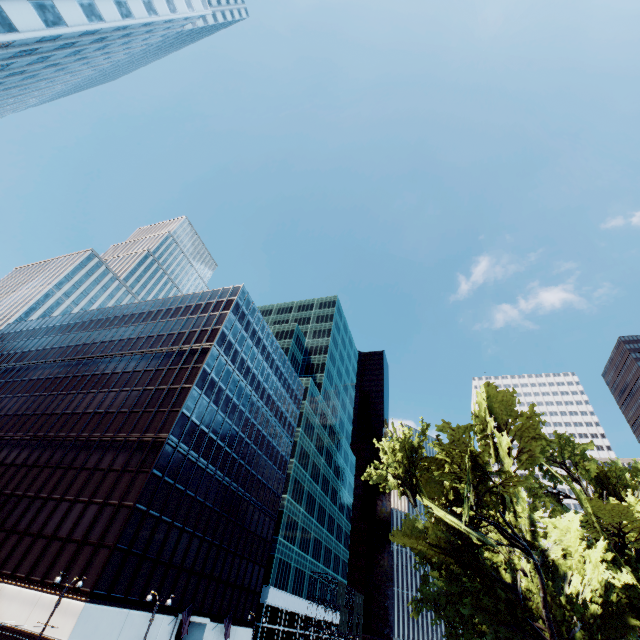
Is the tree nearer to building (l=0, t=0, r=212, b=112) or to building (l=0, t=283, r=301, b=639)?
building (l=0, t=283, r=301, b=639)

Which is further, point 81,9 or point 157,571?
point 157,571

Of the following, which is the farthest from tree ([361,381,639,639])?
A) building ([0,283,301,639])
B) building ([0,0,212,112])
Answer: building ([0,0,212,112])

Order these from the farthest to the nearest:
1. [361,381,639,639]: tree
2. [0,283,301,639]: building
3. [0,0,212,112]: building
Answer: [0,283,301,639]: building
[0,0,212,112]: building
[361,381,639,639]: tree

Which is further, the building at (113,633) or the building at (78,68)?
the building at (113,633)

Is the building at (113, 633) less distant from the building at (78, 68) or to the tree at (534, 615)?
the tree at (534, 615)

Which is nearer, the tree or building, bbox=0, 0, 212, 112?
the tree
